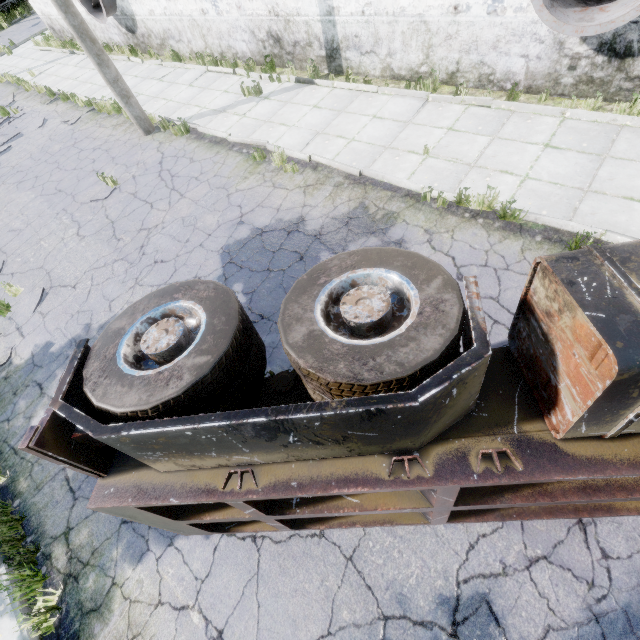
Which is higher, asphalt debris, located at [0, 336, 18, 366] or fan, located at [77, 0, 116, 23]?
fan, located at [77, 0, 116, 23]

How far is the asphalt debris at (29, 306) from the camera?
7.2m

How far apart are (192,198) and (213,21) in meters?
7.9 m

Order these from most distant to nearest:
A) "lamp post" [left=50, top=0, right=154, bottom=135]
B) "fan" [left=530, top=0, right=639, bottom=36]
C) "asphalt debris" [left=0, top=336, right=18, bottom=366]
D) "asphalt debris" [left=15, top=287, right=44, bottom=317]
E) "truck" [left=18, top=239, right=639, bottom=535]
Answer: "lamp post" [left=50, top=0, right=154, bottom=135]
"asphalt debris" [left=15, top=287, right=44, bottom=317]
"asphalt debris" [left=0, top=336, right=18, bottom=366]
"fan" [left=530, top=0, right=639, bottom=36]
"truck" [left=18, top=239, right=639, bottom=535]

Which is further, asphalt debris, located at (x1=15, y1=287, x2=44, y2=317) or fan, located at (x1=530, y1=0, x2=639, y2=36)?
asphalt debris, located at (x1=15, y1=287, x2=44, y2=317)

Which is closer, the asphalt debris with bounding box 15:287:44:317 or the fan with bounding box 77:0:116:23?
the asphalt debris with bounding box 15:287:44:317

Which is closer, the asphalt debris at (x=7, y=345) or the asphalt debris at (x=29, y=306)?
the asphalt debris at (x=7, y=345)

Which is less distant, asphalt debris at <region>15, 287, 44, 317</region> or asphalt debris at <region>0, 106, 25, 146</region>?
asphalt debris at <region>15, 287, 44, 317</region>
